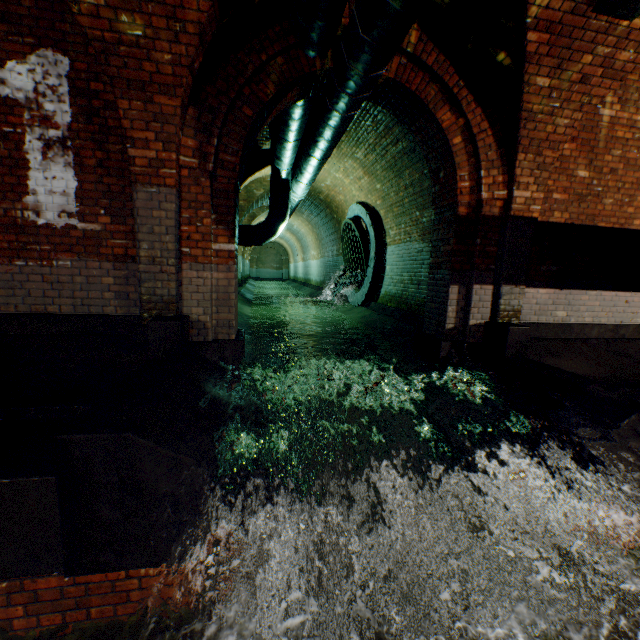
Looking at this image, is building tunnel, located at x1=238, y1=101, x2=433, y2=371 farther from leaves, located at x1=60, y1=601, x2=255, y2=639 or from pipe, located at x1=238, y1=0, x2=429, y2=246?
leaves, located at x1=60, y1=601, x2=255, y2=639

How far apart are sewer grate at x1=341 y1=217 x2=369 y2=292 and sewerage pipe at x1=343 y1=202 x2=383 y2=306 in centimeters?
1cm

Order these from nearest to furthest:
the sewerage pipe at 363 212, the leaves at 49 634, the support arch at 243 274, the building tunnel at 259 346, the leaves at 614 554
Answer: the leaves at 49 634 < the leaves at 614 554 < the building tunnel at 259 346 < the sewerage pipe at 363 212 < the support arch at 243 274

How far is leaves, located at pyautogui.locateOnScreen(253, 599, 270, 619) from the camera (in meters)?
2.39

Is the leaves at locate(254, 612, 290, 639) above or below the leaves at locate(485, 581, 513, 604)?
below

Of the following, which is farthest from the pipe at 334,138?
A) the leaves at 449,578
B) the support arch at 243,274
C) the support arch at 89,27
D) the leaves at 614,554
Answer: the support arch at 243,274

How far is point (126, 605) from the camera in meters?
2.3
